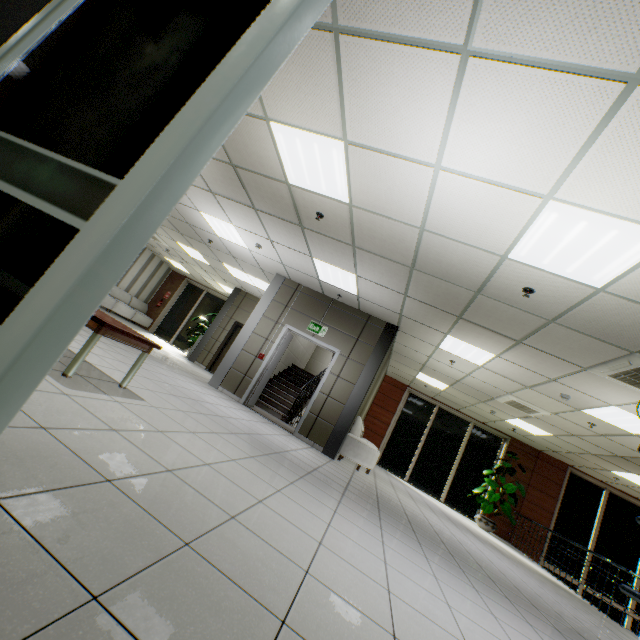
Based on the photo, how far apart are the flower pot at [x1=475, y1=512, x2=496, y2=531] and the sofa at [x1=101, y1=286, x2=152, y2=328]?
15.63m

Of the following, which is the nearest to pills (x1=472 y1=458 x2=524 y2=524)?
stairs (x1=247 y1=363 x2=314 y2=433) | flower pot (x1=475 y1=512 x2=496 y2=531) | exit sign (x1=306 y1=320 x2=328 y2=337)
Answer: flower pot (x1=475 y1=512 x2=496 y2=531)

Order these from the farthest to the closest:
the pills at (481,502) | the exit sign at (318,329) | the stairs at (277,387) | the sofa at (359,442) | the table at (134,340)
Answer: the pills at (481,502)
the stairs at (277,387)
the exit sign at (318,329)
the sofa at (359,442)
the table at (134,340)

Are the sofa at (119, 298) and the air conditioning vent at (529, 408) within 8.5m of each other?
no

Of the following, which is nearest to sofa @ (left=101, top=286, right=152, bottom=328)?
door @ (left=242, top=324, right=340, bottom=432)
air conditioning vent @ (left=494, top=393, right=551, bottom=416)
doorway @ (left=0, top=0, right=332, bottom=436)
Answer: door @ (left=242, top=324, right=340, bottom=432)

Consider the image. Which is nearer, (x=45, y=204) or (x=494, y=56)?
(x=45, y=204)

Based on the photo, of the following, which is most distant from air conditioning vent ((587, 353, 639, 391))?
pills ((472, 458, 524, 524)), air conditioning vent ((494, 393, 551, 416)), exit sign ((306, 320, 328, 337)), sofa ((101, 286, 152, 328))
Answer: sofa ((101, 286, 152, 328))

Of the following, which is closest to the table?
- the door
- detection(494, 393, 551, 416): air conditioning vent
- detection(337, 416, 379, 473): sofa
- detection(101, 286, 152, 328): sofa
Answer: the door
